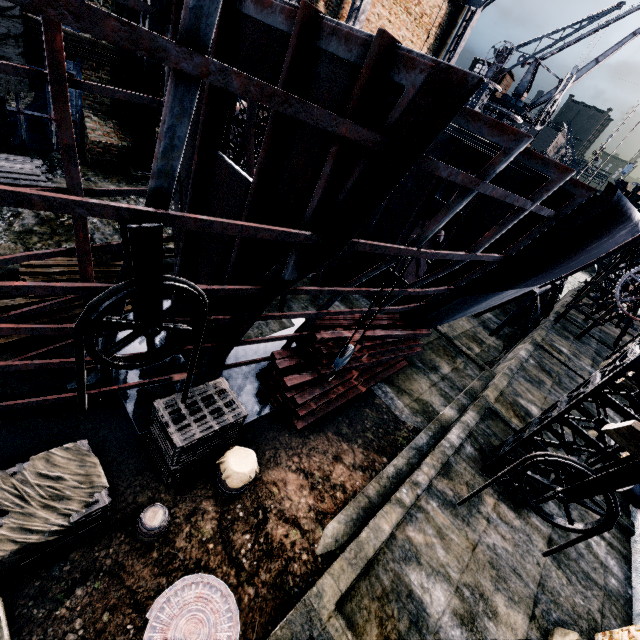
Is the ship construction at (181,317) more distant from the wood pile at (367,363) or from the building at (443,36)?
the building at (443,36)

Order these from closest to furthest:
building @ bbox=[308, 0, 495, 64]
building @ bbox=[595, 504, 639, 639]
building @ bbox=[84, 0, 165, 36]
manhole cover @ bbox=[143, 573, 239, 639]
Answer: manhole cover @ bbox=[143, 573, 239, 639] < building @ bbox=[595, 504, 639, 639] < building @ bbox=[84, 0, 165, 36] < building @ bbox=[308, 0, 495, 64]

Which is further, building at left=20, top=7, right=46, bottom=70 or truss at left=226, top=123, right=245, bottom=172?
truss at left=226, top=123, right=245, bottom=172

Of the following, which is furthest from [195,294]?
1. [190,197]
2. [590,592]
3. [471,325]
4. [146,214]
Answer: [471,325]

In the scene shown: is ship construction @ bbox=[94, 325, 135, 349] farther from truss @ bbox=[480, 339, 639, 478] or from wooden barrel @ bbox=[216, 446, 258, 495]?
truss @ bbox=[480, 339, 639, 478]

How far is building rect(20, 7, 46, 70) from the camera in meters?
12.8

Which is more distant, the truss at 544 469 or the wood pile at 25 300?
the truss at 544 469

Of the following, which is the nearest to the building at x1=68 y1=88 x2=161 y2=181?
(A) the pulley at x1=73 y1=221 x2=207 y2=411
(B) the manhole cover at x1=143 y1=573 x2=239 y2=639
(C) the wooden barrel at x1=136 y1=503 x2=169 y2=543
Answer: (B) the manhole cover at x1=143 y1=573 x2=239 y2=639
